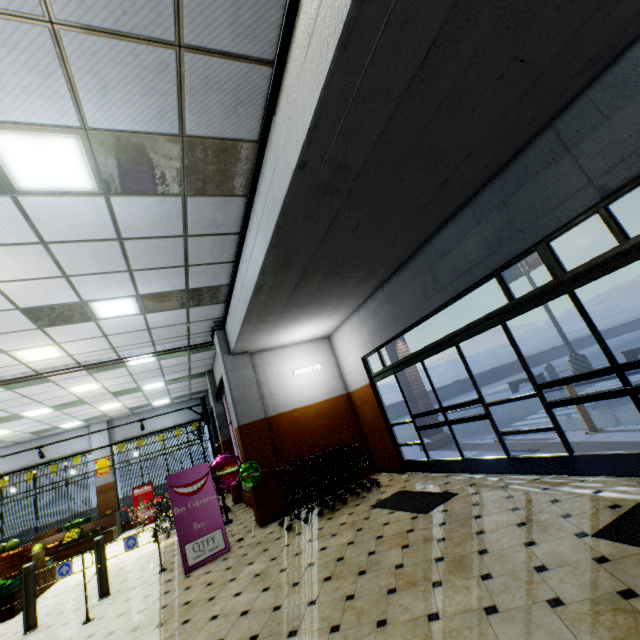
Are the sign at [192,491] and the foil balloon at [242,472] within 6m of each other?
yes

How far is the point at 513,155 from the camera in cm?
410

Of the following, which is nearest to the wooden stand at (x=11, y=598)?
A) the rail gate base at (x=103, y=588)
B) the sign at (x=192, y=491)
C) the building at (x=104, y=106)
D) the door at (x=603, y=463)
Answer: the building at (x=104, y=106)

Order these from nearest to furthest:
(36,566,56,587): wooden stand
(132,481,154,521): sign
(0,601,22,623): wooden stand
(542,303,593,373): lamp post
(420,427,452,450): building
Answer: (0,601,22,623): wooden stand, (36,566,56,587): wooden stand, (420,427,452,450): building, (542,303,593,373): lamp post, (132,481,154,521): sign

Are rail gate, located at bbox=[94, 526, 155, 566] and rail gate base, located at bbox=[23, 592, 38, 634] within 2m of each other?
yes

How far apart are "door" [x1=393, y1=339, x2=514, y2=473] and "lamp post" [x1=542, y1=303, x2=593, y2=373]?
10.9 meters

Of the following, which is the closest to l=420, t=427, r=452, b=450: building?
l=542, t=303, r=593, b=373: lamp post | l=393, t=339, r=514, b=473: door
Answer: l=393, t=339, r=514, b=473: door

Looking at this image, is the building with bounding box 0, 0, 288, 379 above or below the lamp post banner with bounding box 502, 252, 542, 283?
below
